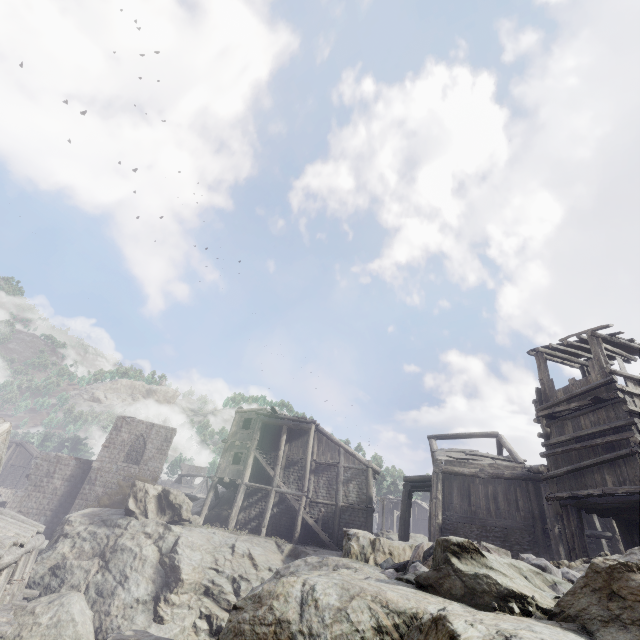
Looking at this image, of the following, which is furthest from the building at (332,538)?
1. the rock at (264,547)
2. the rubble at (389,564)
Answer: the rubble at (389,564)

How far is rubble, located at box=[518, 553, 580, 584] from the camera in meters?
5.2

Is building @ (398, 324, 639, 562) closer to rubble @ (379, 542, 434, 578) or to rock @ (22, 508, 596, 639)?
rock @ (22, 508, 596, 639)

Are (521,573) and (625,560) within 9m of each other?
yes

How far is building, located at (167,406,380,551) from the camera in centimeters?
2377cm

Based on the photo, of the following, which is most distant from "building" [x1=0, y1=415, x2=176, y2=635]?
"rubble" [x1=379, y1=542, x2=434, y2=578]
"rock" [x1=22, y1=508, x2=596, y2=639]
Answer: "rubble" [x1=379, y1=542, x2=434, y2=578]

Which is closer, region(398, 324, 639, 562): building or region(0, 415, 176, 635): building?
region(398, 324, 639, 562): building

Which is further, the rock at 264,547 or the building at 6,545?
the building at 6,545
